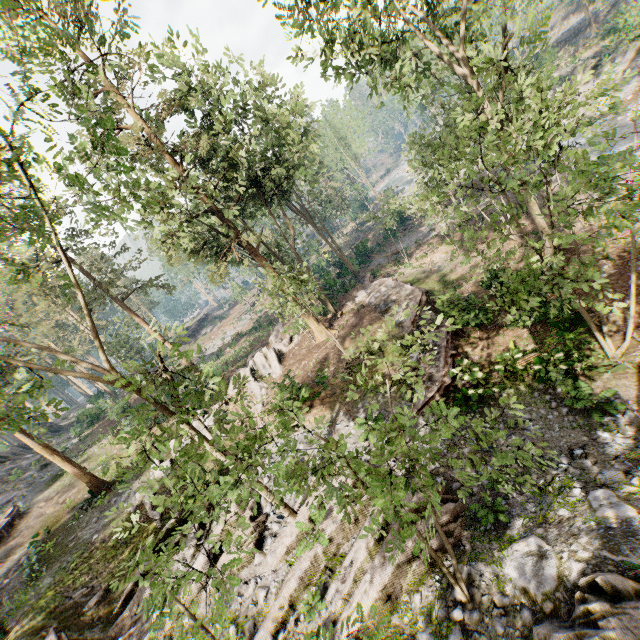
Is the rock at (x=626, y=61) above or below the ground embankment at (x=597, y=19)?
below

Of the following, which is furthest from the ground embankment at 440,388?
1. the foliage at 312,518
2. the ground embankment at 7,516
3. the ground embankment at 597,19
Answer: the ground embankment at 597,19

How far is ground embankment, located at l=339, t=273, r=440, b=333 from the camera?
18.42m

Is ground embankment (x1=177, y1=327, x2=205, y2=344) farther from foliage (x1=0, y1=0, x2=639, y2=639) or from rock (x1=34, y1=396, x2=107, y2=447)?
rock (x1=34, y1=396, x2=107, y2=447)

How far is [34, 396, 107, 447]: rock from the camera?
36.9 meters

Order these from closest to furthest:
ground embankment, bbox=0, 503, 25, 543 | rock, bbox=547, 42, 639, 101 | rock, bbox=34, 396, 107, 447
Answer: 1. ground embankment, bbox=0, 503, 25, 543
2. rock, bbox=547, 42, 639, 101
3. rock, bbox=34, 396, 107, 447

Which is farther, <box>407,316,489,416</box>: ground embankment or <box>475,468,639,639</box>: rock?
<box>407,316,489,416</box>: ground embankment

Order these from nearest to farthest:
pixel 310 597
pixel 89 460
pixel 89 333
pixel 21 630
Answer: pixel 310 597 → pixel 21 630 → pixel 89 460 → pixel 89 333
